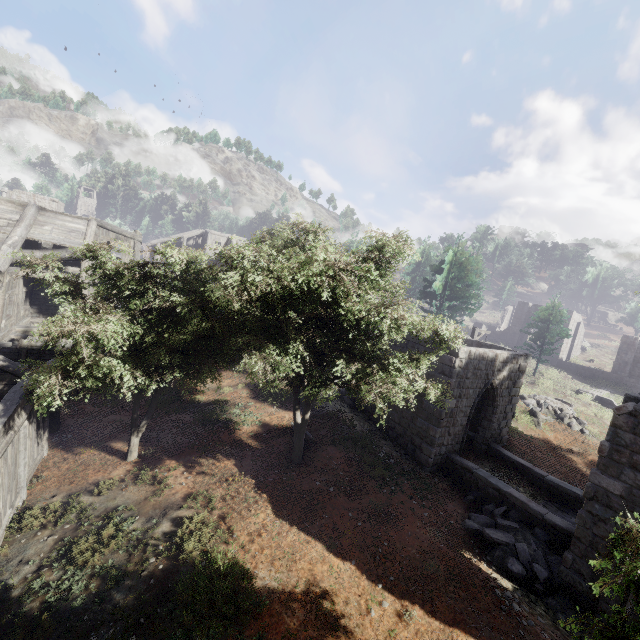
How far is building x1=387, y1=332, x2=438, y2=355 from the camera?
13.5m

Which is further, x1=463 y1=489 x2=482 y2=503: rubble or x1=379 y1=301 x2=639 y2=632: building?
x1=463 y1=489 x2=482 y2=503: rubble

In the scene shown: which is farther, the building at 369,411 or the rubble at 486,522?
the building at 369,411

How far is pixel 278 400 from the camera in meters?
16.3

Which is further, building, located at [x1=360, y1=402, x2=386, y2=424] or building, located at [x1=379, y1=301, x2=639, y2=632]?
building, located at [x1=360, y1=402, x2=386, y2=424]

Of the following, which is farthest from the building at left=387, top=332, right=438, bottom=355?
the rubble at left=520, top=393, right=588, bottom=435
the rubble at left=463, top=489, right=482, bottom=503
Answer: the rubble at left=520, top=393, right=588, bottom=435

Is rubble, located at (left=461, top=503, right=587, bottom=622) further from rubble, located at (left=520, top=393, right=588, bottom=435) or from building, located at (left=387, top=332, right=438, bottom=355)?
rubble, located at (left=520, top=393, right=588, bottom=435)
